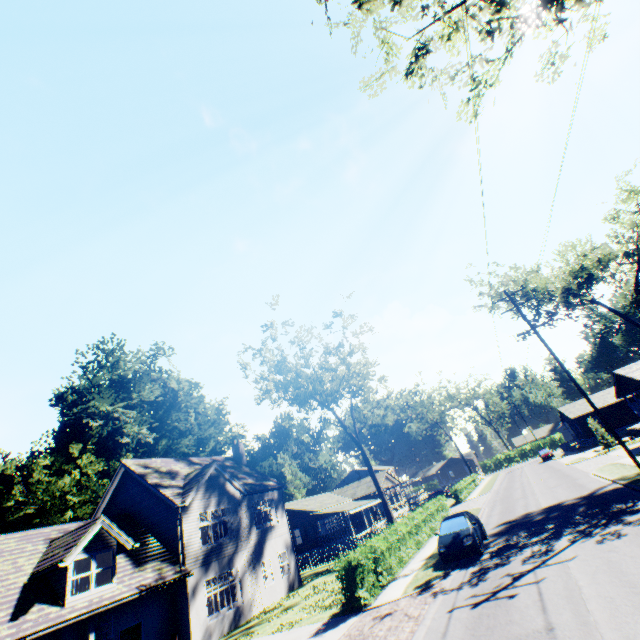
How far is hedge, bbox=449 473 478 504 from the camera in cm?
3959

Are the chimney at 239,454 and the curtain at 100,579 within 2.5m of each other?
no

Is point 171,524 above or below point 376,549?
above

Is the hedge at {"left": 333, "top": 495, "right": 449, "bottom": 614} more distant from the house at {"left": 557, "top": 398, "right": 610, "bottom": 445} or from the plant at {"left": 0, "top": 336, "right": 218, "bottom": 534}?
the plant at {"left": 0, "top": 336, "right": 218, "bottom": 534}

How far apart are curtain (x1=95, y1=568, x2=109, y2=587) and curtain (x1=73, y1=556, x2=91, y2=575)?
0.07m

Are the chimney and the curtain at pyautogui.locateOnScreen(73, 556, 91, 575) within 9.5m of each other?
no

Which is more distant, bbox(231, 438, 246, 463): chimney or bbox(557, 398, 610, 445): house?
bbox(557, 398, 610, 445): house

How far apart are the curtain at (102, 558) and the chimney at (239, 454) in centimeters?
1439cm
